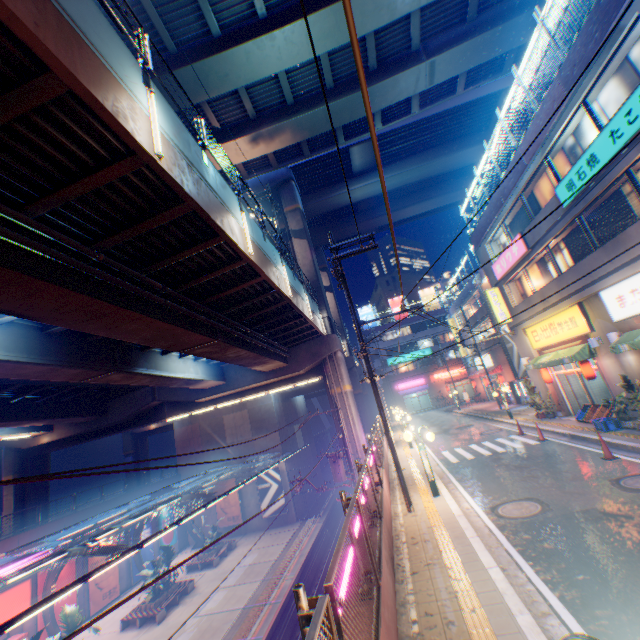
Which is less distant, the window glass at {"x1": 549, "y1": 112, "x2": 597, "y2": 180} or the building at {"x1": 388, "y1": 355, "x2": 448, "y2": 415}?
the window glass at {"x1": 549, "y1": 112, "x2": 597, "y2": 180}

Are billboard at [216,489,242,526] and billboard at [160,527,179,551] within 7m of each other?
yes

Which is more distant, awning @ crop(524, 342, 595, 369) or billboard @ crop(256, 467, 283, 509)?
billboard @ crop(256, 467, 283, 509)

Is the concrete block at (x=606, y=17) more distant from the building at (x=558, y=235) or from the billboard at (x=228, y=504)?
the billboard at (x=228, y=504)

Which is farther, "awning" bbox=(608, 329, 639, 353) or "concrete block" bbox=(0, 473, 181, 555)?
"concrete block" bbox=(0, 473, 181, 555)

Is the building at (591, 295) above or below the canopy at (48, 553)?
above

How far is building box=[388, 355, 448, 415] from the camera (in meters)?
53.62

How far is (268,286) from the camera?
15.0m
